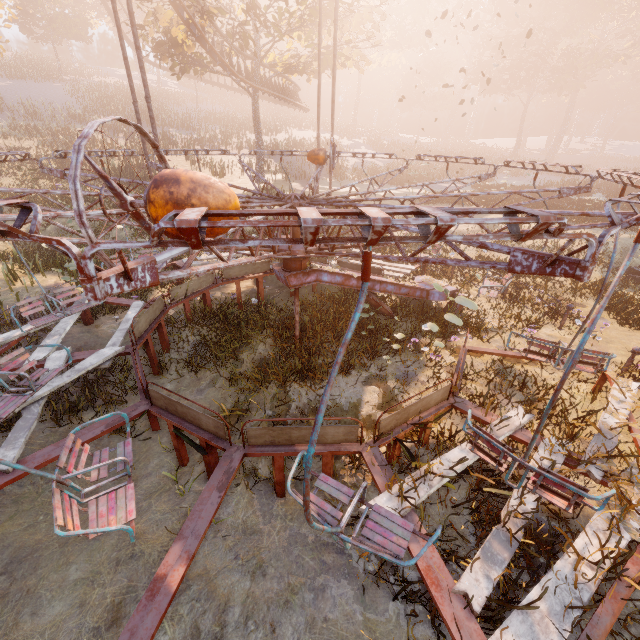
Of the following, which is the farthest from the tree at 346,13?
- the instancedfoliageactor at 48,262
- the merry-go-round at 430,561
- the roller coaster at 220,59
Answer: the instancedfoliageactor at 48,262

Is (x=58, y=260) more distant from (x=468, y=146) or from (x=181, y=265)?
(x=468, y=146)

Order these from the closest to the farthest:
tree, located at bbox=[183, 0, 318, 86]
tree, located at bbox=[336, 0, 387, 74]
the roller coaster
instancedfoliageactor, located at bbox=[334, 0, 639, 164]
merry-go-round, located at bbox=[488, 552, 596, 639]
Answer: merry-go-round, located at bbox=[488, 552, 596, 639]
the roller coaster
tree, located at bbox=[183, 0, 318, 86]
tree, located at bbox=[336, 0, 387, 74]
instancedfoliageactor, located at bbox=[334, 0, 639, 164]

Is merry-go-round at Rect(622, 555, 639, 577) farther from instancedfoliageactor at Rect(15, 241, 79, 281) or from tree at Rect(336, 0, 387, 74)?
tree at Rect(336, 0, 387, 74)

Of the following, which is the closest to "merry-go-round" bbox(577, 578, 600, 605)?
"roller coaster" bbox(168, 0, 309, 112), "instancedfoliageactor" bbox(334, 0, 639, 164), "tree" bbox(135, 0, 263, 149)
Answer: "roller coaster" bbox(168, 0, 309, 112)

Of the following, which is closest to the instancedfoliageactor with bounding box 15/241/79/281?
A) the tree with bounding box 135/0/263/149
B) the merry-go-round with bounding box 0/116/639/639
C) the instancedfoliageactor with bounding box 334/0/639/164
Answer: the merry-go-round with bounding box 0/116/639/639
